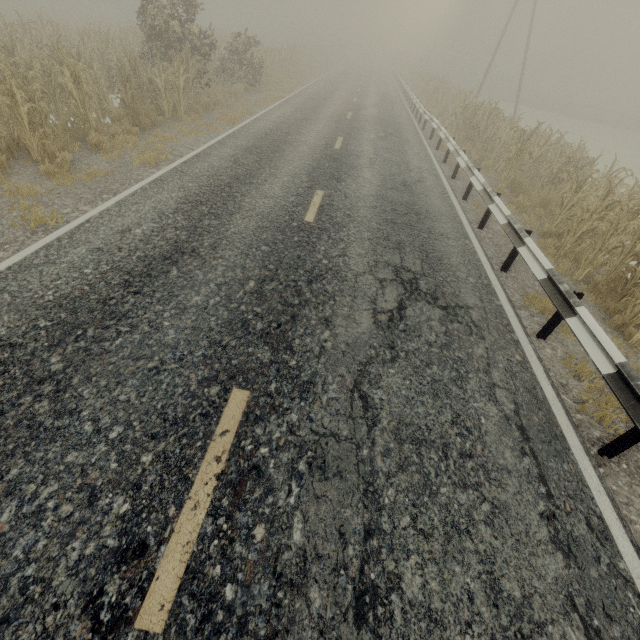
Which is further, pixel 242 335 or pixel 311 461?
pixel 242 335

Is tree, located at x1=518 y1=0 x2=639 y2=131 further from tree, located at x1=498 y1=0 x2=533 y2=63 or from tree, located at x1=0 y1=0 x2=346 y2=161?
tree, located at x1=0 y1=0 x2=346 y2=161

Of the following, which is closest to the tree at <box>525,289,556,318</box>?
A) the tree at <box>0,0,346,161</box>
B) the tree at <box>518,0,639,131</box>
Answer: the tree at <box>0,0,346,161</box>

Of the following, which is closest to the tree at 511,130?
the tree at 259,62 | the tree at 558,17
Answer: the tree at 259,62

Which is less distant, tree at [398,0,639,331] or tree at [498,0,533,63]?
tree at [398,0,639,331]

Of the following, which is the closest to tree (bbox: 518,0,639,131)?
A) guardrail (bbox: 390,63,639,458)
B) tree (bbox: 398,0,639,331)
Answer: tree (bbox: 398,0,639,331)

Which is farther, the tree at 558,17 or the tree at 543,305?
the tree at 558,17

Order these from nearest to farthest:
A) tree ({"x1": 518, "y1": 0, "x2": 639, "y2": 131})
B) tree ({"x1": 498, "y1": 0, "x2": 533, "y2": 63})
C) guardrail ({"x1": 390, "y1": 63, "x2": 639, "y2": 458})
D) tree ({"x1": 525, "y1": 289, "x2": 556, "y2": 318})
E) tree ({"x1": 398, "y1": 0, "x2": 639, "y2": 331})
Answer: guardrail ({"x1": 390, "y1": 63, "x2": 639, "y2": 458}) → tree ({"x1": 525, "y1": 289, "x2": 556, "y2": 318}) → tree ({"x1": 398, "y1": 0, "x2": 639, "y2": 331}) → tree ({"x1": 518, "y1": 0, "x2": 639, "y2": 131}) → tree ({"x1": 498, "y1": 0, "x2": 533, "y2": 63})
